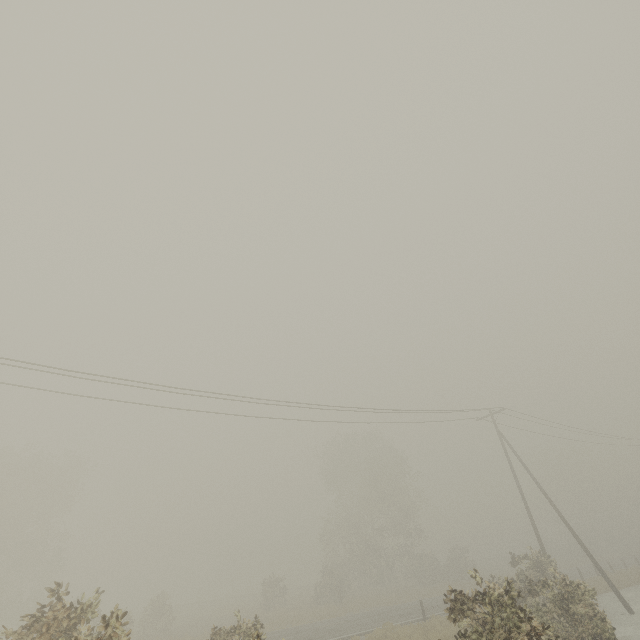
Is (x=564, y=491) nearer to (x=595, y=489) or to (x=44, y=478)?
(x=595, y=489)
